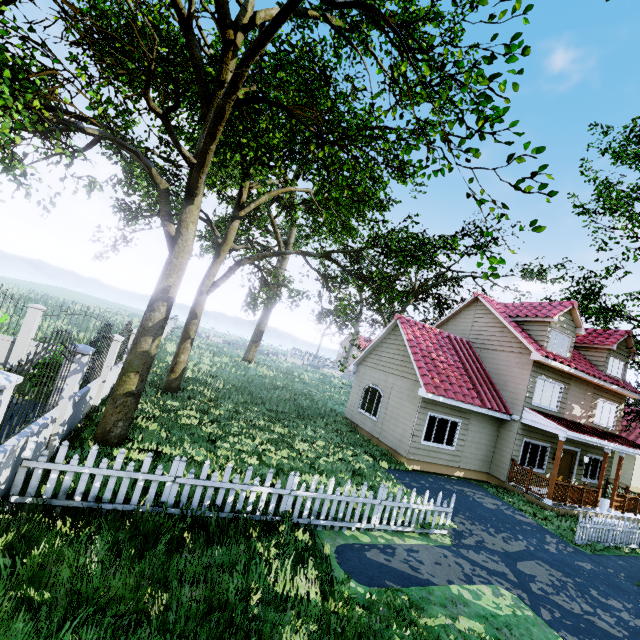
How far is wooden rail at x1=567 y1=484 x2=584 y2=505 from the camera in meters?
13.5

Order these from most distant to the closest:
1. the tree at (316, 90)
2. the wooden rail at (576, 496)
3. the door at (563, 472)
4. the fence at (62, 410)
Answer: the door at (563, 472)
the wooden rail at (576, 496)
the tree at (316, 90)
the fence at (62, 410)

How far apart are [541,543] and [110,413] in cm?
1299

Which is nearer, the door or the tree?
the tree

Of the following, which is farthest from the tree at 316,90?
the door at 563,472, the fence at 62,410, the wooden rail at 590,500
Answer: the wooden rail at 590,500

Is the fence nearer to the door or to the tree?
the tree

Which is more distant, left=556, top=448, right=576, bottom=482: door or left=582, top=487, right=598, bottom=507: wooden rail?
left=556, top=448, right=576, bottom=482: door

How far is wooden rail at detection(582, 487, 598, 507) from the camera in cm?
1384
